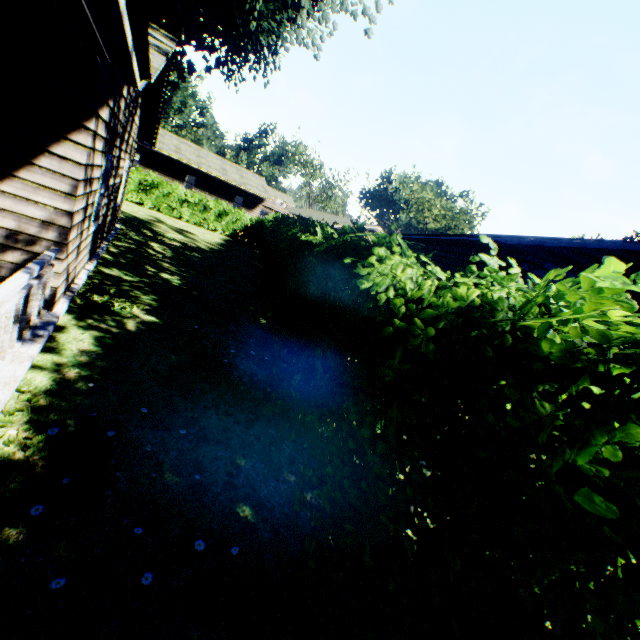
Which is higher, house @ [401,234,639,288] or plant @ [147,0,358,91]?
plant @ [147,0,358,91]

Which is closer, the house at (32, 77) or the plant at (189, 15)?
the house at (32, 77)

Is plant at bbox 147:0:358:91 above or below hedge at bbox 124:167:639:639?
above

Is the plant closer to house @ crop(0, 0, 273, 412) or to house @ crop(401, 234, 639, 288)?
house @ crop(0, 0, 273, 412)

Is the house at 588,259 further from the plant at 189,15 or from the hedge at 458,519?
the plant at 189,15

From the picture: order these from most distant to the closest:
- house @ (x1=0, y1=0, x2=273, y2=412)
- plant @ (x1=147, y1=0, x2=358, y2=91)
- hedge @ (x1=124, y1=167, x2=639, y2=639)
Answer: plant @ (x1=147, y1=0, x2=358, y2=91), house @ (x1=0, y1=0, x2=273, y2=412), hedge @ (x1=124, y1=167, x2=639, y2=639)

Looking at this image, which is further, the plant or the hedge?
the plant

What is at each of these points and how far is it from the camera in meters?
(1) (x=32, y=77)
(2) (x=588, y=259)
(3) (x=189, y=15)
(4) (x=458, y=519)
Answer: (1) house, 3.9 m
(2) house, 8.7 m
(3) plant, 13.5 m
(4) hedge, 1.7 m
